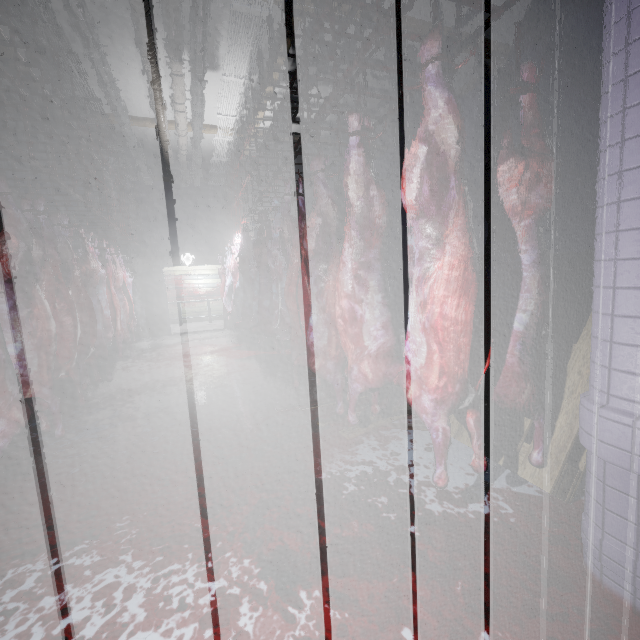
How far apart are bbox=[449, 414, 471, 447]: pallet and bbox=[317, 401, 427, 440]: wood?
0.08m

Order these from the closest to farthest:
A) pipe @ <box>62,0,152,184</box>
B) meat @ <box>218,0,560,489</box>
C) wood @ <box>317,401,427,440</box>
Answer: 1. meat @ <box>218,0,560,489</box>
2. wood @ <box>317,401,427,440</box>
3. pipe @ <box>62,0,152,184</box>

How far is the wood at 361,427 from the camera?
2.5 meters

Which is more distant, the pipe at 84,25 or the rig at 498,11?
the pipe at 84,25

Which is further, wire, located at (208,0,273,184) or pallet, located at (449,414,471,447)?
wire, located at (208,0,273,184)

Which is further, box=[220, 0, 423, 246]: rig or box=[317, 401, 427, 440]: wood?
box=[317, 401, 427, 440]: wood

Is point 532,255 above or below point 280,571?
above
